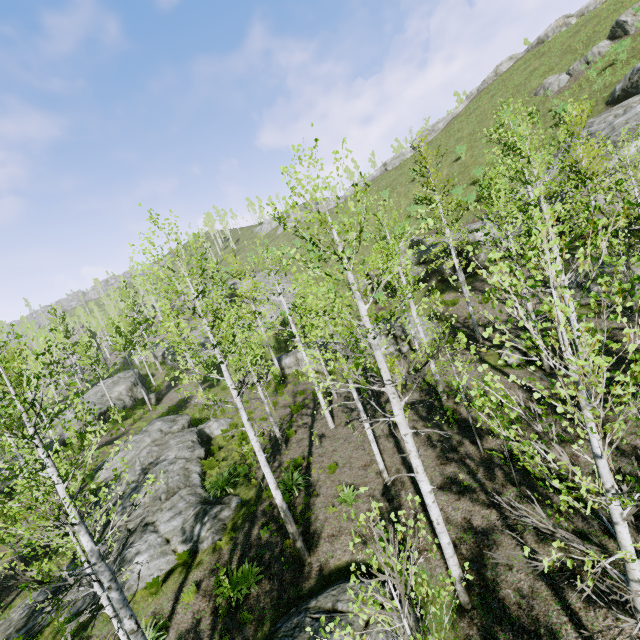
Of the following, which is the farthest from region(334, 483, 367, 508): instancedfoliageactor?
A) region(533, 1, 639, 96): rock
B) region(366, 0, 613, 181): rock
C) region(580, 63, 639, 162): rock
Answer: region(366, 0, 613, 181): rock

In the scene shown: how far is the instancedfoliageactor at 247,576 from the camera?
9.0 meters

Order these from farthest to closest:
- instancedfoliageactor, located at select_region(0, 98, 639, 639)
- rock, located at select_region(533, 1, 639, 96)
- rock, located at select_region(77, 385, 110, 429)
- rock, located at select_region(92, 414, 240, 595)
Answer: rock, located at select_region(77, 385, 110, 429), rock, located at select_region(533, 1, 639, 96), rock, located at select_region(92, 414, 240, 595), instancedfoliageactor, located at select_region(0, 98, 639, 639)

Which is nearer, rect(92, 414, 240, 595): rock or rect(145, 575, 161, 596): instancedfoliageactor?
rect(145, 575, 161, 596): instancedfoliageactor

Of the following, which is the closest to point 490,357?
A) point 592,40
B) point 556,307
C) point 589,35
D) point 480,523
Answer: point 480,523

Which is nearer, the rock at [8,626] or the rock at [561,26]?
the rock at [8,626]

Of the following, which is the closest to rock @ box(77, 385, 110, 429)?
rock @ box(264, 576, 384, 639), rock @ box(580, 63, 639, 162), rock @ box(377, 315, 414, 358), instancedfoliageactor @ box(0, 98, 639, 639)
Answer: instancedfoliageactor @ box(0, 98, 639, 639)

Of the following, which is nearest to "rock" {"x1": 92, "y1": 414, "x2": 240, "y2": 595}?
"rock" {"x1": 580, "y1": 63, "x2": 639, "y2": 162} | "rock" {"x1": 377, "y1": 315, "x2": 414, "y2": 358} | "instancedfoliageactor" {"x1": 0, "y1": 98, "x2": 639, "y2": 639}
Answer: "instancedfoliageactor" {"x1": 0, "y1": 98, "x2": 639, "y2": 639}
